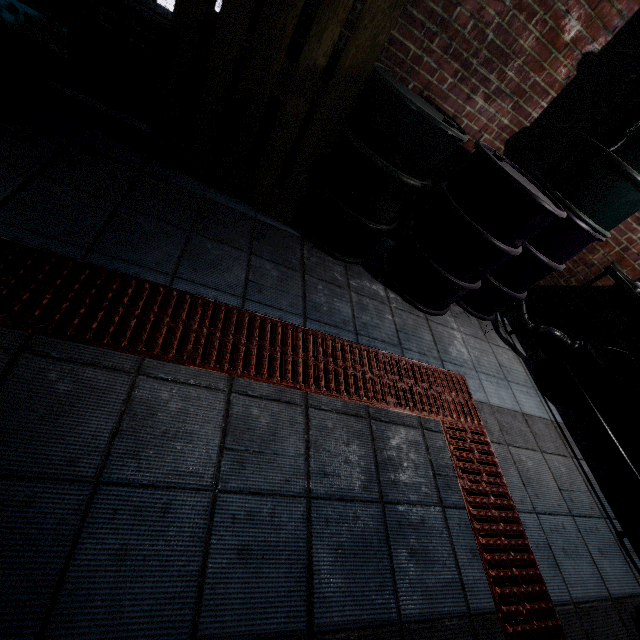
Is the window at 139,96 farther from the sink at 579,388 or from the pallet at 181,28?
the sink at 579,388

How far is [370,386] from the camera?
1.8 meters

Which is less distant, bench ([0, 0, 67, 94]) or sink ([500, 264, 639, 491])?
bench ([0, 0, 67, 94])

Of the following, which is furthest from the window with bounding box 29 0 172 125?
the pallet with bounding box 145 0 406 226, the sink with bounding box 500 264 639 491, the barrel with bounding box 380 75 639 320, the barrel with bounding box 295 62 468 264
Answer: the sink with bounding box 500 264 639 491

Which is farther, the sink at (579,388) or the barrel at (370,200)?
the sink at (579,388)

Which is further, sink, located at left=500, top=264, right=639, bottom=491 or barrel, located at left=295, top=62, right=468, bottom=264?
sink, located at left=500, top=264, right=639, bottom=491

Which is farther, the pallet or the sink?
the sink

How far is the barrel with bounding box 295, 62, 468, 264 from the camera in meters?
1.7
